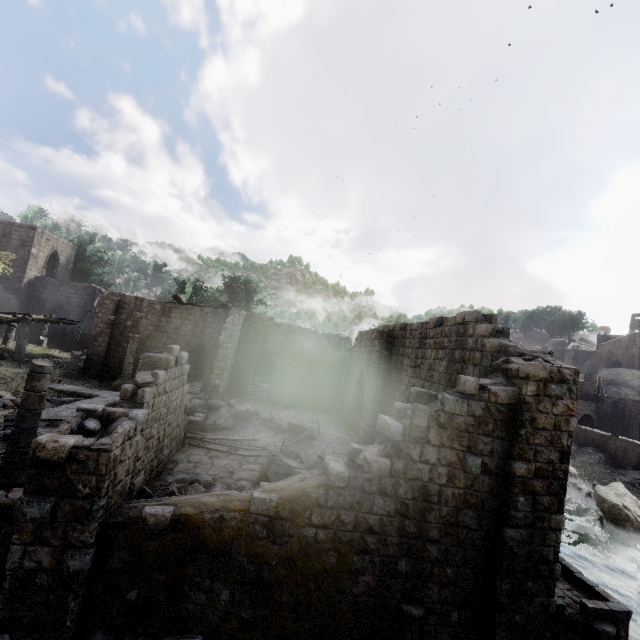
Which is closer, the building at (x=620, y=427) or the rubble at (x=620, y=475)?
the rubble at (x=620, y=475)

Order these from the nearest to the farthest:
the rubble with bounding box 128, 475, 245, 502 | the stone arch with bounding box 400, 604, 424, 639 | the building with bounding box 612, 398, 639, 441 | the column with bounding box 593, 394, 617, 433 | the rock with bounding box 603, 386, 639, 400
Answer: the stone arch with bounding box 400, 604, 424, 639 → the rubble with bounding box 128, 475, 245, 502 → the building with bounding box 612, 398, 639, 441 → the column with bounding box 593, 394, 617, 433 → the rock with bounding box 603, 386, 639, 400

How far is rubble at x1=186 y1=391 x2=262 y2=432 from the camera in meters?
16.7

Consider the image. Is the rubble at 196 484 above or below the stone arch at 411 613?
above

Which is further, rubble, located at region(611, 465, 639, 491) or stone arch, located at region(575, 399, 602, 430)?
stone arch, located at region(575, 399, 602, 430)

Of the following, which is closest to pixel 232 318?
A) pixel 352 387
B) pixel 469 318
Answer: pixel 352 387

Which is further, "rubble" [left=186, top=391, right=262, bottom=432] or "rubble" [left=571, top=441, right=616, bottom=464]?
"rubble" [left=571, top=441, right=616, bottom=464]

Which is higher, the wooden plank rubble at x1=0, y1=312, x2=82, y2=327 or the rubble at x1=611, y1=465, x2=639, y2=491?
the wooden plank rubble at x1=0, y1=312, x2=82, y2=327
